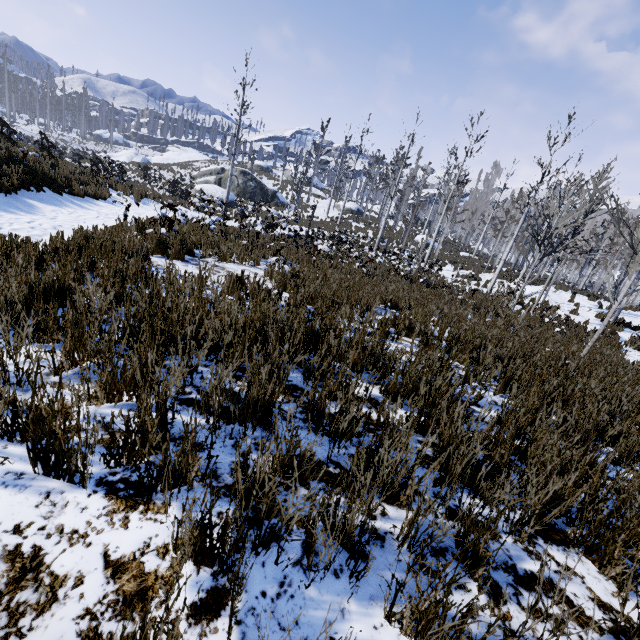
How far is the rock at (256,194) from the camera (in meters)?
33.25

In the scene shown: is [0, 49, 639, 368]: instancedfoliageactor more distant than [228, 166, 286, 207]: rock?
No

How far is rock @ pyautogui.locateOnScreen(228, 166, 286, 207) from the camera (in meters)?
33.25

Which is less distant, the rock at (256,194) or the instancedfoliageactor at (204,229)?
the instancedfoliageactor at (204,229)

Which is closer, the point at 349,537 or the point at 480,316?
the point at 349,537
